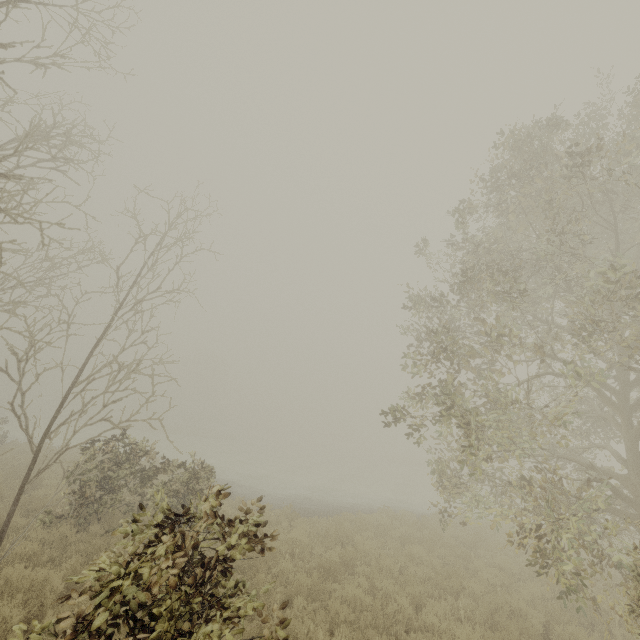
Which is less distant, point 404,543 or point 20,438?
point 404,543
